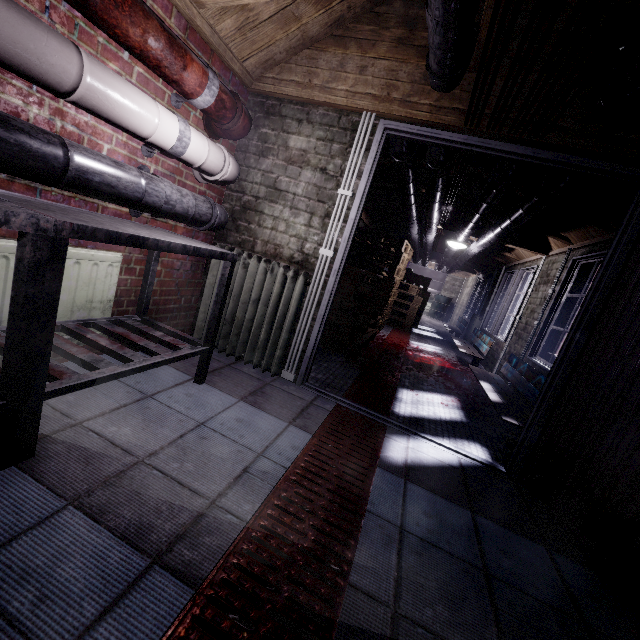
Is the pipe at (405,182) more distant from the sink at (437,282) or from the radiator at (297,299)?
the radiator at (297,299)

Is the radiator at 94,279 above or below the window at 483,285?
below

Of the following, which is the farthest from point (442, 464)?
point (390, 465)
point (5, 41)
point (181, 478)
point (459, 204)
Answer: point (459, 204)

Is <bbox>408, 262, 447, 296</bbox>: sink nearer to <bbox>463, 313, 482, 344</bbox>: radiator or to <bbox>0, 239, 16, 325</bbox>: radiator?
<bbox>463, 313, 482, 344</bbox>: radiator

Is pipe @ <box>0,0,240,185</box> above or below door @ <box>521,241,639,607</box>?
above

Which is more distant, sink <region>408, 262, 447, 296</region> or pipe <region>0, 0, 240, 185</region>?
sink <region>408, 262, 447, 296</region>

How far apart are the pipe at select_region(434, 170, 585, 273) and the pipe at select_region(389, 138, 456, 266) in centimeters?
57cm

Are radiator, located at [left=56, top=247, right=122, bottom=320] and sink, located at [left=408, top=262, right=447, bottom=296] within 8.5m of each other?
no
